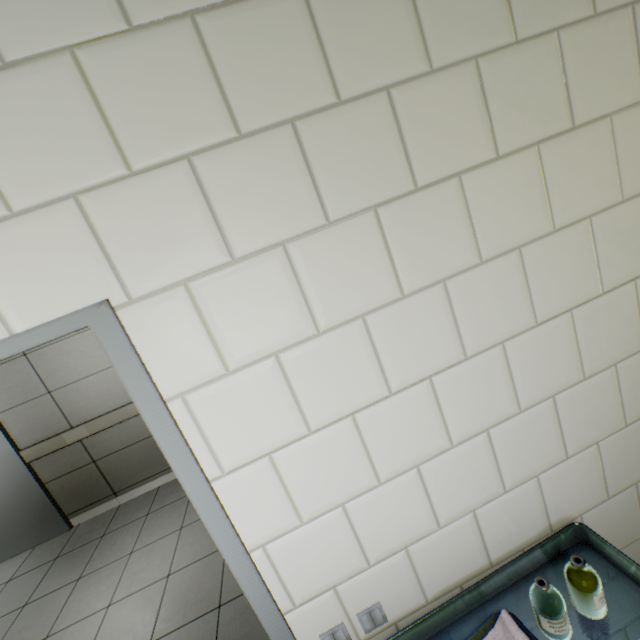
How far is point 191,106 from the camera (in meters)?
0.70

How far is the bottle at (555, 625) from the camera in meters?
0.9 m

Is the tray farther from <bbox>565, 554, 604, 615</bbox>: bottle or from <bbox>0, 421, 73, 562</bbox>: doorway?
<bbox>0, 421, 73, 562</bbox>: doorway

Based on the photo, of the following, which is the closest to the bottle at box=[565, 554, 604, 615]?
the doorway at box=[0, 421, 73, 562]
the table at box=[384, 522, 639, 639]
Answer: the table at box=[384, 522, 639, 639]

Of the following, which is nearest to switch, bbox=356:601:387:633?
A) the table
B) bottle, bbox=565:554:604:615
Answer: the table

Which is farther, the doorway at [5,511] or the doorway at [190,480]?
the doorway at [5,511]

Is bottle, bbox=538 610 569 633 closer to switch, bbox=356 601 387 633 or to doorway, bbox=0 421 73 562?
switch, bbox=356 601 387 633

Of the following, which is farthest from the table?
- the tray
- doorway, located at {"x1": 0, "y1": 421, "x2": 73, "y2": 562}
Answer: doorway, located at {"x1": 0, "y1": 421, "x2": 73, "y2": 562}
